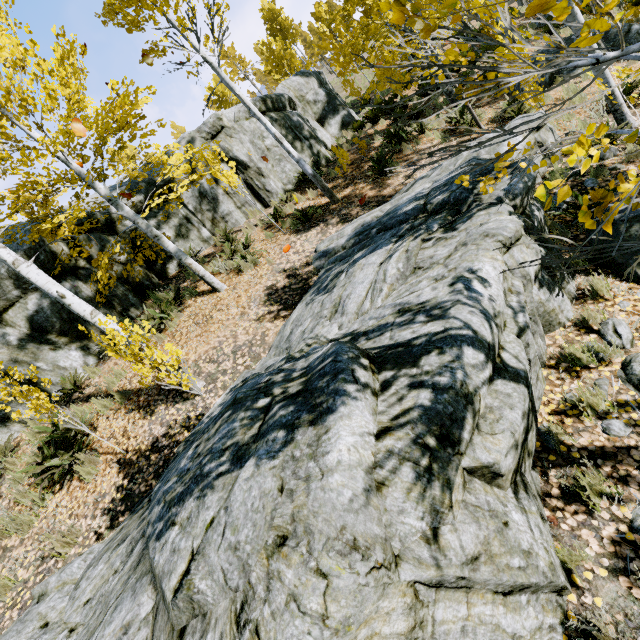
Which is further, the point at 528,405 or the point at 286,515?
the point at 528,405

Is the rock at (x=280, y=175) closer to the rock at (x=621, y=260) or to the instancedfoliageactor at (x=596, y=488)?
the instancedfoliageactor at (x=596, y=488)

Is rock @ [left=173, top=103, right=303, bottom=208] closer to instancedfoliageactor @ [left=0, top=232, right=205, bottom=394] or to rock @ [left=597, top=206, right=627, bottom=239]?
instancedfoliageactor @ [left=0, top=232, right=205, bottom=394]

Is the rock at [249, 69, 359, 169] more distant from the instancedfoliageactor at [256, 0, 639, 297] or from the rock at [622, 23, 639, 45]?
the rock at [622, 23, 639, 45]

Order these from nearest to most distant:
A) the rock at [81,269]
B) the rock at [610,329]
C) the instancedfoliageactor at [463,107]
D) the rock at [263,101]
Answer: the instancedfoliageactor at [463,107]
the rock at [610,329]
the rock at [81,269]
the rock at [263,101]

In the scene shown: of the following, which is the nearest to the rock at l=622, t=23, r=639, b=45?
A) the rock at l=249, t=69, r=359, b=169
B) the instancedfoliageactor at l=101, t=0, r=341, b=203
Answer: the instancedfoliageactor at l=101, t=0, r=341, b=203

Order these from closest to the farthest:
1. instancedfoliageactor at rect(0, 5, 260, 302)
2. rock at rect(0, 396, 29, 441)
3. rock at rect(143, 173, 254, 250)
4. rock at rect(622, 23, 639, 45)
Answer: instancedfoliageactor at rect(0, 5, 260, 302) → rock at rect(0, 396, 29, 441) → rock at rect(622, 23, 639, 45) → rock at rect(143, 173, 254, 250)

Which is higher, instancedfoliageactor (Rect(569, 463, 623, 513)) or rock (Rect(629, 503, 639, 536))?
instancedfoliageactor (Rect(569, 463, 623, 513))
